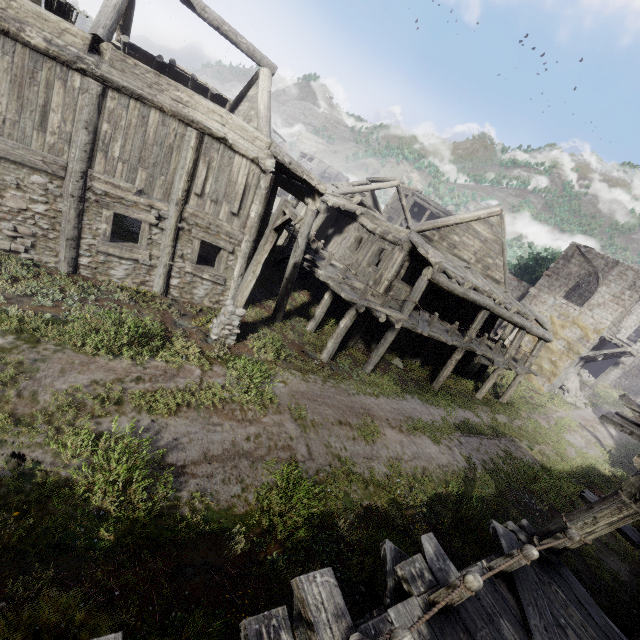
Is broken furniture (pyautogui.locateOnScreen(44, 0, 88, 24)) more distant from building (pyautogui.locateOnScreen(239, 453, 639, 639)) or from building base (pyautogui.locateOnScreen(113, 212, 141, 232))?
building base (pyautogui.locateOnScreen(113, 212, 141, 232))

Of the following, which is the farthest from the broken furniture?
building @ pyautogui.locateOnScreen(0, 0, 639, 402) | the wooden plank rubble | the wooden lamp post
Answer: the wooden plank rubble

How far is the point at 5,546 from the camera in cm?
399

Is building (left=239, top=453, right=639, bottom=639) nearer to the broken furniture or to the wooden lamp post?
the broken furniture

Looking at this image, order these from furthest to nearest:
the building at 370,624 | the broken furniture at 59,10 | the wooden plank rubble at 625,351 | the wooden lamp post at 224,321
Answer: the wooden plank rubble at 625,351 < the wooden lamp post at 224,321 < the broken furniture at 59,10 < the building at 370,624

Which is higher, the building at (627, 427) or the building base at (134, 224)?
the building at (627, 427)

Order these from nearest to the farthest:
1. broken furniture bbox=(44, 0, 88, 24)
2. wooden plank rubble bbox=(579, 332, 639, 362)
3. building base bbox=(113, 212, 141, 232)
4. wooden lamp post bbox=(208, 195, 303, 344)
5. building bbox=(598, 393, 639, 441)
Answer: building bbox=(598, 393, 639, 441)
broken furniture bbox=(44, 0, 88, 24)
wooden lamp post bbox=(208, 195, 303, 344)
building base bbox=(113, 212, 141, 232)
wooden plank rubble bbox=(579, 332, 639, 362)
